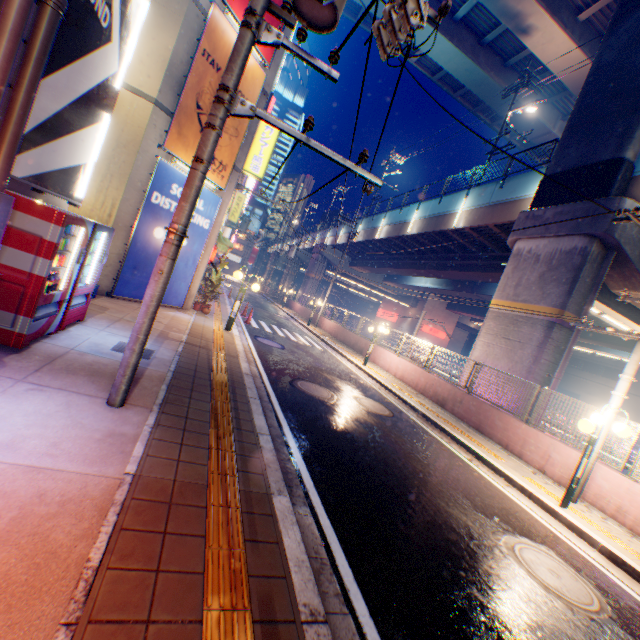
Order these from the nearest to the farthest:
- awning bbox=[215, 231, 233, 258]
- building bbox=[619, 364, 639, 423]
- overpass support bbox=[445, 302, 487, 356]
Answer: awning bbox=[215, 231, 233, 258] < building bbox=[619, 364, 639, 423] < overpass support bbox=[445, 302, 487, 356]

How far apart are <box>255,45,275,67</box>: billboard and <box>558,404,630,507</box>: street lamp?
14.1m

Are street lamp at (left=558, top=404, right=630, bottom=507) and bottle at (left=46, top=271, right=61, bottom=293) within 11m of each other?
yes

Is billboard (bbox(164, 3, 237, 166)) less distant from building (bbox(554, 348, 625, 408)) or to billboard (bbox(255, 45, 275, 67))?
billboard (bbox(255, 45, 275, 67))

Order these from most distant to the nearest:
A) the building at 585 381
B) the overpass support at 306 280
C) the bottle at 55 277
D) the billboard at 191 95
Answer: the building at 585 381
the overpass support at 306 280
the billboard at 191 95
the bottle at 55 277

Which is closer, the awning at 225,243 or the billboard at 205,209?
the billboard at 205,209

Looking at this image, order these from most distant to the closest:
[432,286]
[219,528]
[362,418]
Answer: [432,286] < [362,418] < [219,528]

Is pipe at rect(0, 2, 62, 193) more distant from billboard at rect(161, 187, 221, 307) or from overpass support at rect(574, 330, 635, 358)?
overpass support at rect(574, 330, 635, 358)
